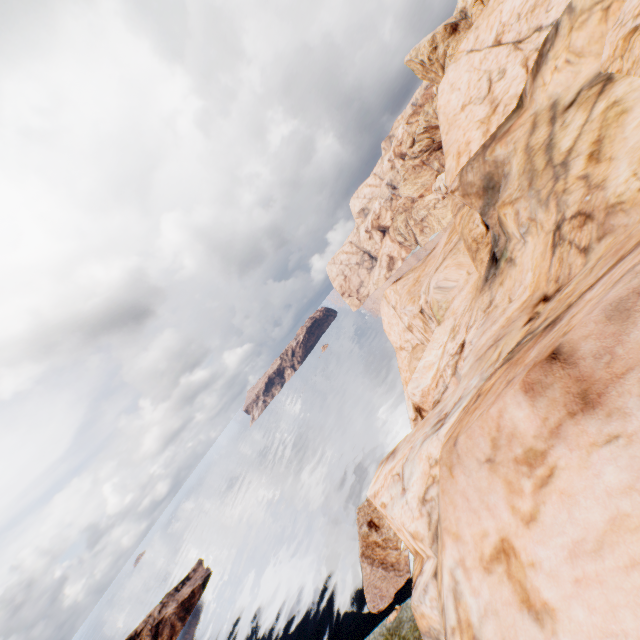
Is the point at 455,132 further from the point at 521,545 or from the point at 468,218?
the point at 521,545
